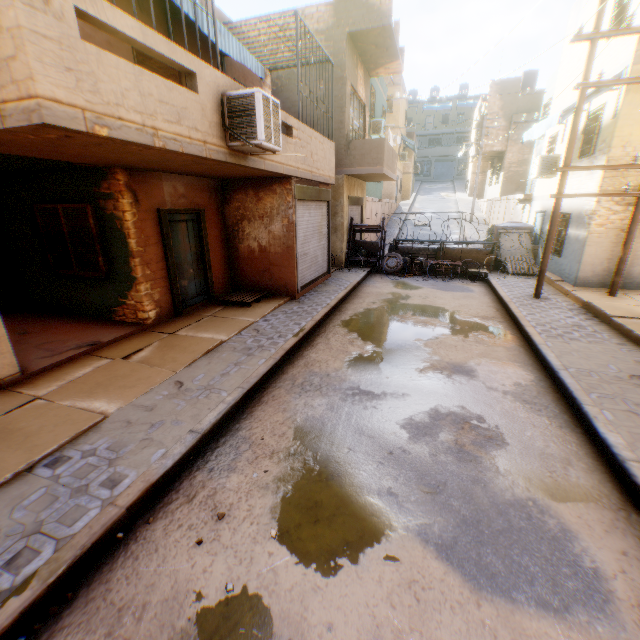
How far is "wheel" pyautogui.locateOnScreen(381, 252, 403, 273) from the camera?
14.1m

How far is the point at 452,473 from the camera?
3.66m

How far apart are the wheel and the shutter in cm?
1057

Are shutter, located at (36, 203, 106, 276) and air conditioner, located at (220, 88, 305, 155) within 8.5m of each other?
yes

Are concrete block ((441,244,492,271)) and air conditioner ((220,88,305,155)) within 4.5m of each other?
no

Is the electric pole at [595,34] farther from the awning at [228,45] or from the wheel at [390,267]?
the awning at [228,45]

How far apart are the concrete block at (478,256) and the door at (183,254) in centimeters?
1041cm

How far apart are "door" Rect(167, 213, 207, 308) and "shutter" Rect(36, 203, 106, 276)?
1.4m
